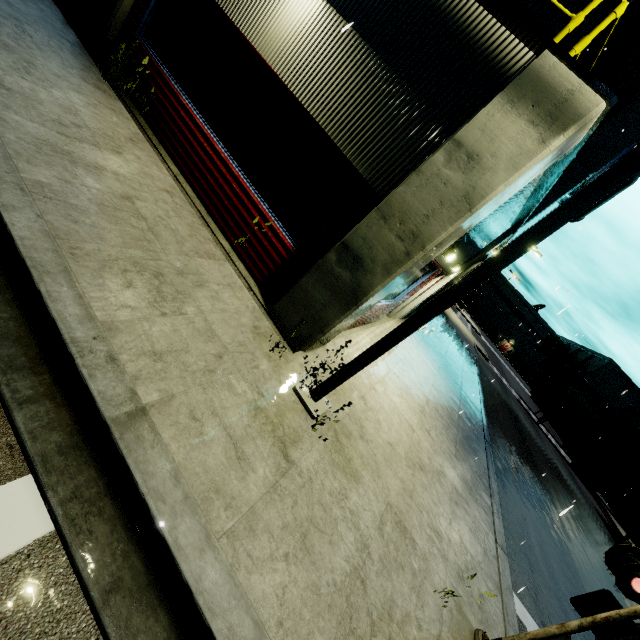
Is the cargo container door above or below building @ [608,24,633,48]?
below

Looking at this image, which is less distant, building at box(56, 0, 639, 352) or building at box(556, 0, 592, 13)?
building at box(56, 0, 639, 352)

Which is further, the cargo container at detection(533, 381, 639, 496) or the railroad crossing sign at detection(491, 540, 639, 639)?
the cargo container at detection(533, 381, 639, 496)

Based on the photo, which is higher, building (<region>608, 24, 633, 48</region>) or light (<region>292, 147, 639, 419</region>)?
building (<region>608, 24, 633, 48</region>)

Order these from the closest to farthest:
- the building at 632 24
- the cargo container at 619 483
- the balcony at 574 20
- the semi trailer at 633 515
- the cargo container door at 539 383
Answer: the balcony at 574 20, the building at 632 24, the semi trailer at 633 515, the cargo container at 619 483, the cargo container door at 539 383

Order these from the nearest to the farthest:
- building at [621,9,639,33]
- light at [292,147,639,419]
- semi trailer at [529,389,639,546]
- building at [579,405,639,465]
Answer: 1. light at [292,147,639,419]
2. building at [621,9,639,33]
3. semi trailer at [529,389,639,546]
4. building at [579,405,639,465]

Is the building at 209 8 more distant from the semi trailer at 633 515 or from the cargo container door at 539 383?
the cargo container door at 539 383

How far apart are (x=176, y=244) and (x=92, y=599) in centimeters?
391cm
